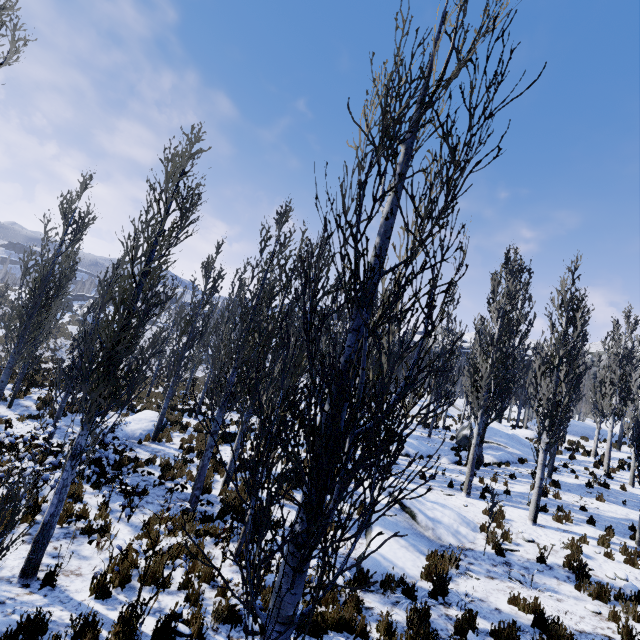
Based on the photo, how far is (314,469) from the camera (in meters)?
2.03

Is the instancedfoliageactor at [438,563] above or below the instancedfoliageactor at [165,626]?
above

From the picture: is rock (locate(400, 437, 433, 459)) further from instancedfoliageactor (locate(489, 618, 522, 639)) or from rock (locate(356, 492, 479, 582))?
rock (locate(356, 492, 479, 582))

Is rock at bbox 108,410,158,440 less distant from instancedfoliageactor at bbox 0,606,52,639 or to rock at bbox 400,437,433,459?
instancedfoliageactor at bbox 0,606,52,639

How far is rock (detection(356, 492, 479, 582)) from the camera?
7.66m

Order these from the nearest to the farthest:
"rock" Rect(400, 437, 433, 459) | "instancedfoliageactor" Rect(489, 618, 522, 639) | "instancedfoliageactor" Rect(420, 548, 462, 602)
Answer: "instancedfoliageactor" Rect(489, 618, 522, 639), "instancedfoliageactor" Rect(420, 548, 462, 602), "rock" Rect(400, 437, 433, 459)

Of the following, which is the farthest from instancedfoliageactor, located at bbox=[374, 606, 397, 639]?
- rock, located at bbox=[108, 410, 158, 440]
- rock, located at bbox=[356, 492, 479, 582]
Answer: rock, located at bbox=[356, 492, 479, 582]

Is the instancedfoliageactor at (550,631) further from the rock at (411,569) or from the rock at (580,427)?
the rock at (411,569)
